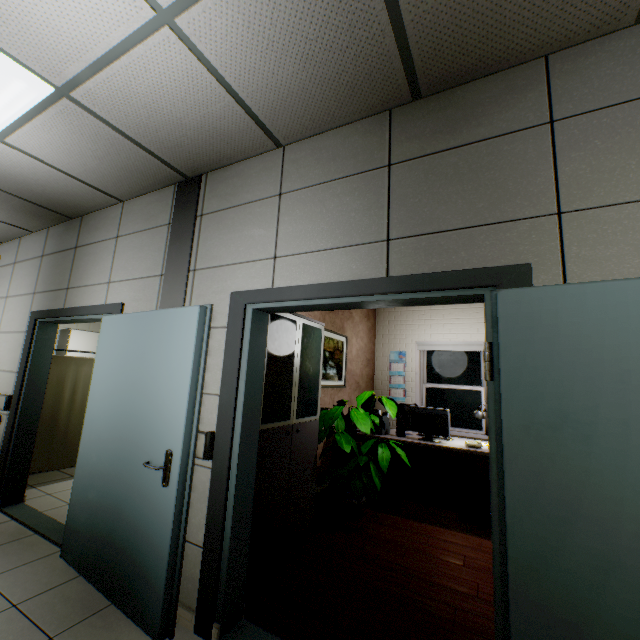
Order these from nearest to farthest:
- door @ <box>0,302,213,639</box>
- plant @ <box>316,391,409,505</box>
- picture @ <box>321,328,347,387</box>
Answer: door @ <box>0,302,213,639</box>
plant @ <box>316,391,409,505</box>
picture @ <box>321,328,347,387</box>

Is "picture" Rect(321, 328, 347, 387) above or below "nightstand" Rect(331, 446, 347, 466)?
above

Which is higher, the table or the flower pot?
the table

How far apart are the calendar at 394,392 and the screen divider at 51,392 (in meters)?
4.40

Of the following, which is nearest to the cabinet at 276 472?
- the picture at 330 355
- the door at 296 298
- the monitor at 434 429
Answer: the door at 296 298

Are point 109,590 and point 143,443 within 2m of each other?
yes

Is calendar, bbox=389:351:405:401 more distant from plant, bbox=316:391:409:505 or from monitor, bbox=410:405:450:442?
plant, bbox=316:391:409:505

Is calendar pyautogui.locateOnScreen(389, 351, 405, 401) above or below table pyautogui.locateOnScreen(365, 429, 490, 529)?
above
